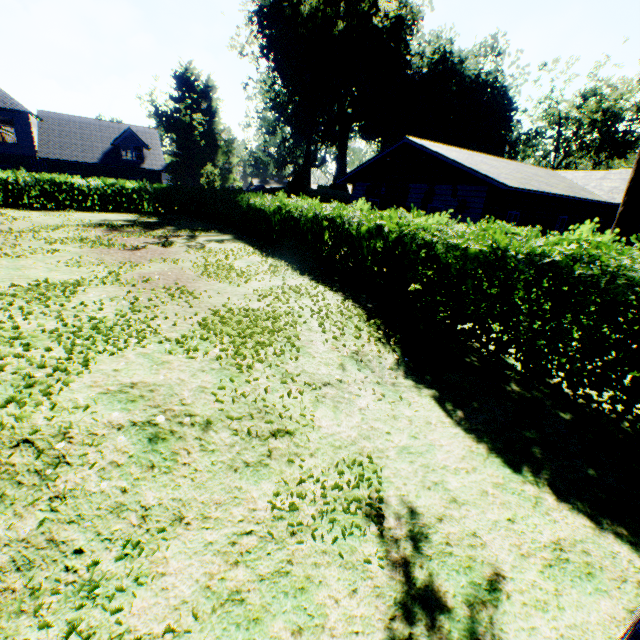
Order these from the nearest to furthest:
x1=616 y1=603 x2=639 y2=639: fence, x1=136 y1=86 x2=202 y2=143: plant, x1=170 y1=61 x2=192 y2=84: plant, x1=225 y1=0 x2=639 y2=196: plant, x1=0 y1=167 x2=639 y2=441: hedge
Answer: x1=616 y1=603 x2=639 y2=639: fence < x1=0 y1=167 x2=639 y2=441: hedge < x1=225 y1=0 x2=639 y2=196: plant < x1=136 y1=86 x2=202 y2=143: plant < x1=170 y1=61 x2=192 y2=84: plant

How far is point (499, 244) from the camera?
6.5m

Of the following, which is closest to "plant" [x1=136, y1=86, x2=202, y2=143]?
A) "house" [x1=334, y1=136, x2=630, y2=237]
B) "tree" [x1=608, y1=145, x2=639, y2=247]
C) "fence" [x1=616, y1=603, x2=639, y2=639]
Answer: "house" [x1=334, y1=136, x2=630, y2=237]

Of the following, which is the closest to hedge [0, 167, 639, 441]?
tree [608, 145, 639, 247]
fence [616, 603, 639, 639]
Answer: fence [616, 603, 639, 639]

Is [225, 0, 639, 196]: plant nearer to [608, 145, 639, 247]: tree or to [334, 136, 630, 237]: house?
[334, 136, 630, 237]: house

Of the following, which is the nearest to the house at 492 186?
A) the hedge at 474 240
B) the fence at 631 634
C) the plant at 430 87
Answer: the hedge at 474 240

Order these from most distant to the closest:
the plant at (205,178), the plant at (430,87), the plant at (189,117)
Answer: the plant at (189,117) < the plant at (205,178) < the plant at (430,87)

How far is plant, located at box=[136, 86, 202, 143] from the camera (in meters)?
54.19
